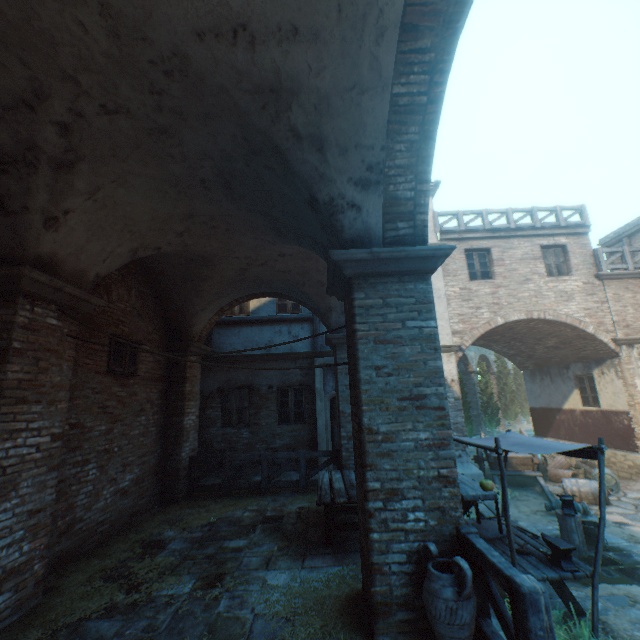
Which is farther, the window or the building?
the window

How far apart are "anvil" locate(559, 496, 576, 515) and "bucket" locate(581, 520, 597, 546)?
0.5m

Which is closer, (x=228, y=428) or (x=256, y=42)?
(x=256, y=42)

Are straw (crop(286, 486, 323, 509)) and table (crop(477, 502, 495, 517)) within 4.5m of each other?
yes

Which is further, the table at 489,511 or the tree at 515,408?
the tree at 515,408

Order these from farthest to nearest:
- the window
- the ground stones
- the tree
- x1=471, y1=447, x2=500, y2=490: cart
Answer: the tree, x1=471, y1=447, x2=500, y2=490: cart, the ground stones, the window

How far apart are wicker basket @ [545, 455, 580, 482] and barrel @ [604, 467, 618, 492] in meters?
0.3 m

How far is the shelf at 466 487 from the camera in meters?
3.3
